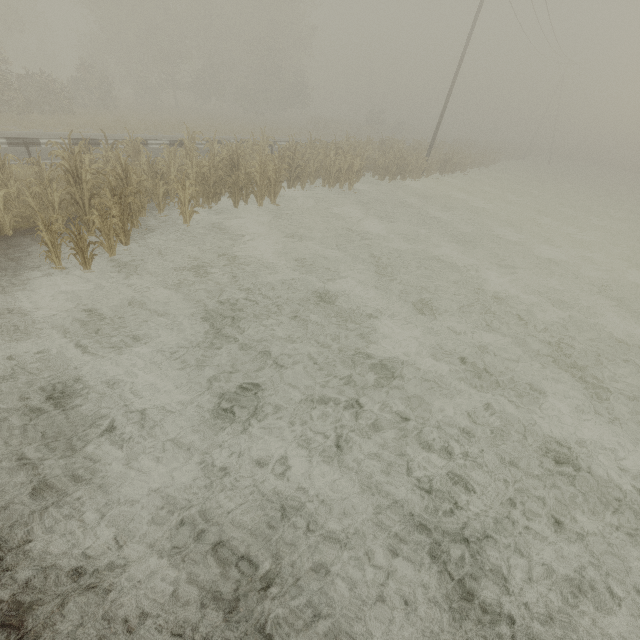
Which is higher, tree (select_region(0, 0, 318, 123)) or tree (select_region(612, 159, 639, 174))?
tree (select_region(0, 0, 318, 123))

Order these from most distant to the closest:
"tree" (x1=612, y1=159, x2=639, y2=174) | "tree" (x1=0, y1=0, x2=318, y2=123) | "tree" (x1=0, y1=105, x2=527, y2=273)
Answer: "tree" (x1=612, y1=159, x2=639, y2=174) < "tree" (x1=0, y1=0, x2=318, y2=123) < "tree" (x1=0, y1=105, x2=527, y2=273)

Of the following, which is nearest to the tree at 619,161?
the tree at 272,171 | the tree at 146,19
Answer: the tree at 146,19

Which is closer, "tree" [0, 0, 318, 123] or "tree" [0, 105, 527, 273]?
"tree" [0, 105, 527, 273]

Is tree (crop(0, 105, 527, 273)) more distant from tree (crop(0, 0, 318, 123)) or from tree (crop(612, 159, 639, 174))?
tree (crop(612, 159, 639, 174))

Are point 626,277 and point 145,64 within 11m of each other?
no

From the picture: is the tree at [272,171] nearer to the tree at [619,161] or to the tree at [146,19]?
the tree at [146,19]

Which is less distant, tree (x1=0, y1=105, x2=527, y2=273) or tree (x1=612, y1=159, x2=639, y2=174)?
tree (x1=0, y1=105, x2=527, y2=273)
